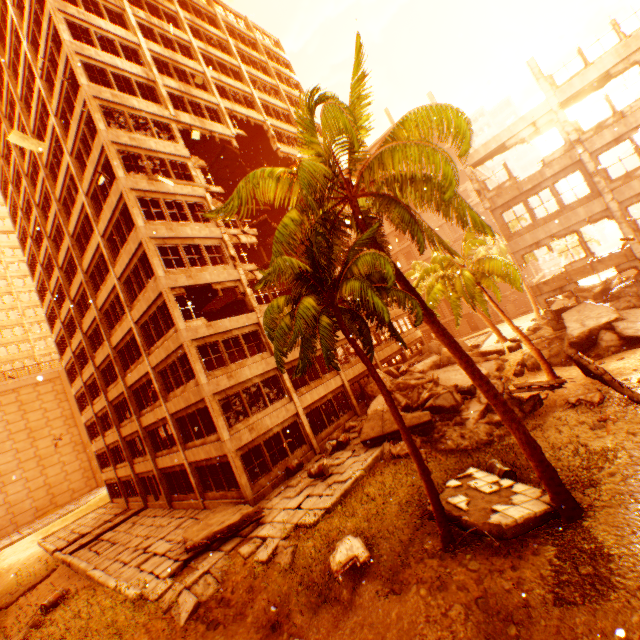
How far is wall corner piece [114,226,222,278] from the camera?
17.2 meters

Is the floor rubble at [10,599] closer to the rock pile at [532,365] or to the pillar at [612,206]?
the rock pile at [532,365]

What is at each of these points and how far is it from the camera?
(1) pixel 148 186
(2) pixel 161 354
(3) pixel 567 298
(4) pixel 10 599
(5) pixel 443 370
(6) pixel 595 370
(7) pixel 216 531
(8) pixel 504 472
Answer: (1) wall corner piece, 18.2 meters
(2) wall corner piece, 18.3 meters
(3) rock pile, 25.0 meters
(4) floor rubble, 18.6 meters
(5) rock pile, 22.5 meters
(6) floor rubble, 12.4 meters
(7) floor rubble, 13.2 meters
(8) metal barrel, 10.2 meters

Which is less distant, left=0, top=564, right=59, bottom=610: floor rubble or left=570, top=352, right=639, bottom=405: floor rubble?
left=570, top=352, right=639, bottom=405: floor rubble

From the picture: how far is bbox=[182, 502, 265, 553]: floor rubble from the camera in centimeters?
1304cm

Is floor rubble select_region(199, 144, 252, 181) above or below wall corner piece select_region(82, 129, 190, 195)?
above

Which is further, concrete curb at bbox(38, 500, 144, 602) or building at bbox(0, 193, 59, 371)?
building at bbox(0, 193, 59, 371)

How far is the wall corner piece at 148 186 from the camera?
17.50m
